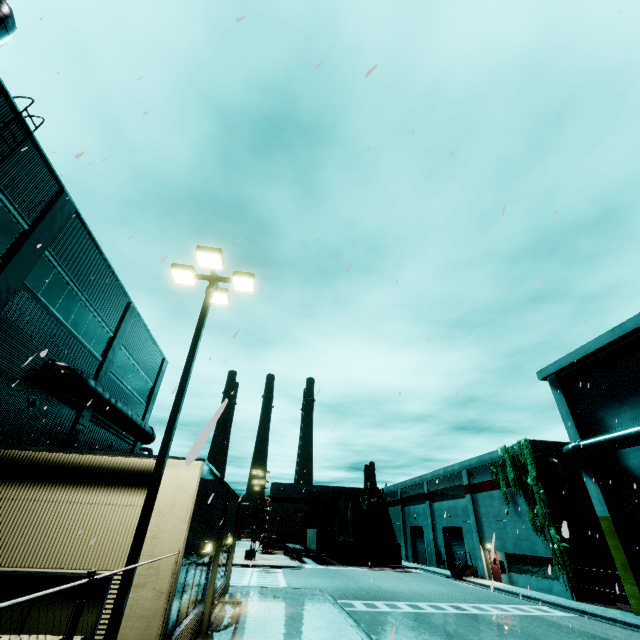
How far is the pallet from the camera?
48.6 meters

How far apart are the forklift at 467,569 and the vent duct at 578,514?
12.5 meters

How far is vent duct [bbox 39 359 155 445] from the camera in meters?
13.6 m

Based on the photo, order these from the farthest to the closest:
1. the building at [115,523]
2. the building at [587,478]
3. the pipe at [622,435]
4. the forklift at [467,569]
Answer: the forklift at [467,569]
the building at [587,478]
the pipe at [622,435]
the building at [115,523]

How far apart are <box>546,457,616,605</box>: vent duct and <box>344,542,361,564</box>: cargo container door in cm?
2658

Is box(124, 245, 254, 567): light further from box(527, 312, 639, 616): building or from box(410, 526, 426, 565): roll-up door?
box(410, 526, 426, 565): roll-up door

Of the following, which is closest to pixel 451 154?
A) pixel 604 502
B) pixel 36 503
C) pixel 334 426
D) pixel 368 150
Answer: pixel 368 150

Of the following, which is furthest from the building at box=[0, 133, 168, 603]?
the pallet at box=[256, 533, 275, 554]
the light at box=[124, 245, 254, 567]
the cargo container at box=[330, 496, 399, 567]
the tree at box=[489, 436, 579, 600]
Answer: the pallet at box=[256, 533, 275, 554]
